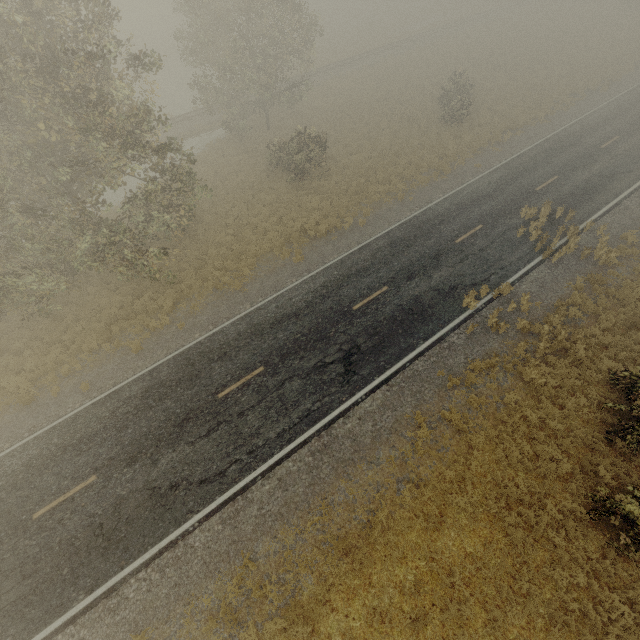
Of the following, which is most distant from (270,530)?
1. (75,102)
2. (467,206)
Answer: (467,206)
